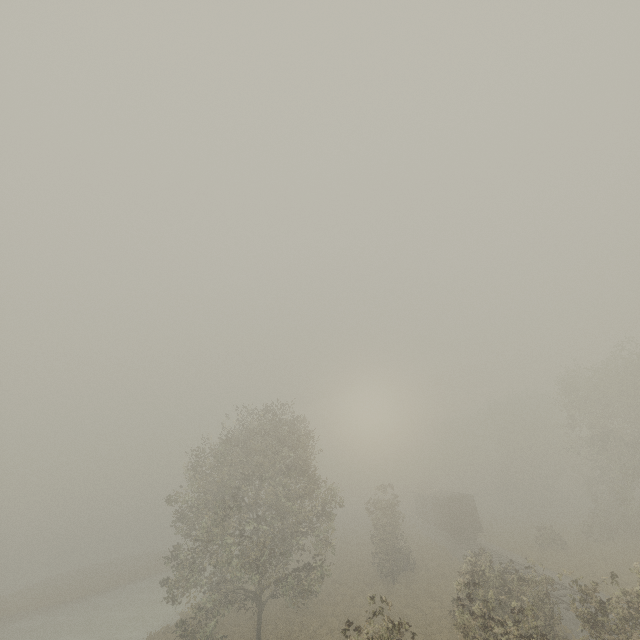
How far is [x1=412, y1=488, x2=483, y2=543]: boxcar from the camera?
35.5 meters

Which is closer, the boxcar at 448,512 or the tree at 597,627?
the tree at 597,627

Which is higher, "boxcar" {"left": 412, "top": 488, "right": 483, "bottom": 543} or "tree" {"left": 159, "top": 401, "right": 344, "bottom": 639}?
"tree" {"left": 159, "top": 401, "right": 344, "bottom": 639}

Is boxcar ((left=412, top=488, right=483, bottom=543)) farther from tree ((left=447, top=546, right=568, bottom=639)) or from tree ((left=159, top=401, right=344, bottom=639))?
tree ((left=159, top=401, right=344, bottom=639))

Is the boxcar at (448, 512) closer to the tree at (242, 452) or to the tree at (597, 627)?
the tree at (597, 627)

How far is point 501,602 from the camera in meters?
18.0 m

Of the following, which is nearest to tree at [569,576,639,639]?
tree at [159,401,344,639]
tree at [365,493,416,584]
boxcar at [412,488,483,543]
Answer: tree at [365,493,416,584]

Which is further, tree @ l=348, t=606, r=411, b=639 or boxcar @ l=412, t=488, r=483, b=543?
boxcar @ l=412, t=488, r=483, b=543
